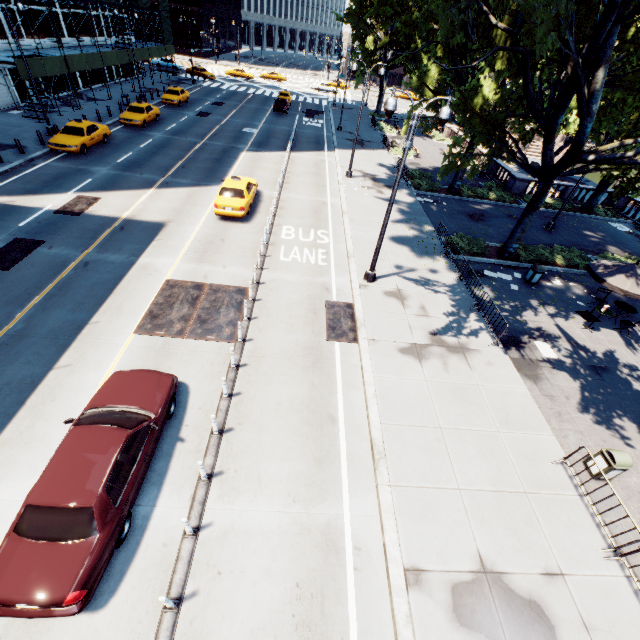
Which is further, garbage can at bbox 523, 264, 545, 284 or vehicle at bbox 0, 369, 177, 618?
garbage can at bbox 523, 264, 545, 284

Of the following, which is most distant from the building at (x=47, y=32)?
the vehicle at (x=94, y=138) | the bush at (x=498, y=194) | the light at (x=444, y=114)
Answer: the bush at (x=498, y=194)

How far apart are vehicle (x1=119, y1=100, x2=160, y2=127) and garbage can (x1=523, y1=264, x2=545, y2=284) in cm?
3237

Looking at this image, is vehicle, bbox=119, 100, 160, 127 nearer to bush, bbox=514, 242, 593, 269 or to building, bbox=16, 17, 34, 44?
building, bbox=16, 17, 34, 44

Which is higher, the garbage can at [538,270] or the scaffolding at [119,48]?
the scaffolding at [119,48]

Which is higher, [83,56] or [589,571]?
[83,56]

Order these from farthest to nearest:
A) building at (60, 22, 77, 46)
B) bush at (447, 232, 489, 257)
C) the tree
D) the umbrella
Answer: building at (60, 22, 77, 46), bush at (447, 232, 489, 257), the umbrella, the tree

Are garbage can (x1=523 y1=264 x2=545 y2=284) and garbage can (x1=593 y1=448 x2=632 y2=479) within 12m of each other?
yes
